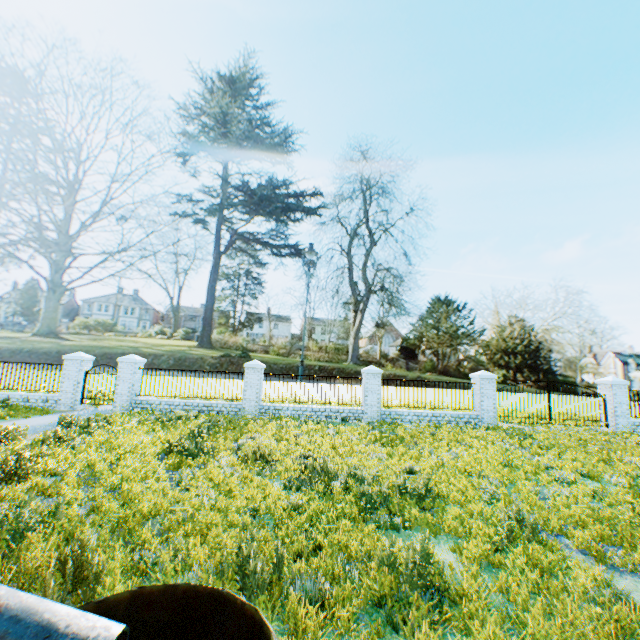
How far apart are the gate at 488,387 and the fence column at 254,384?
9.8 meters

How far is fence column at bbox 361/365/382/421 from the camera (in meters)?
14.20

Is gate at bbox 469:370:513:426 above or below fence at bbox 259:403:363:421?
above

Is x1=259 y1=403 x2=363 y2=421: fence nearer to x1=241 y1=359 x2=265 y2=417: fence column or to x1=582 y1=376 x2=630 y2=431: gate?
x1=241 y1=359 x2=265 y2=417: fence column

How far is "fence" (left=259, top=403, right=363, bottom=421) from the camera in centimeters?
1420cm

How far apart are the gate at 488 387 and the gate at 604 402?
4.8 meters

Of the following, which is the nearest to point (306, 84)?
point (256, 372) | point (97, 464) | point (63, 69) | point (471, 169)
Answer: point (471, 169)

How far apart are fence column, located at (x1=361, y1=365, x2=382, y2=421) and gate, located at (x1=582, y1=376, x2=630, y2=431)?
10.00m
